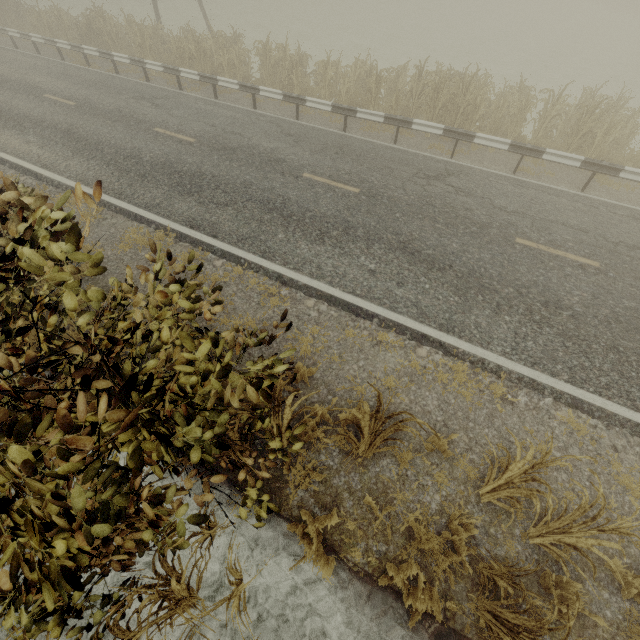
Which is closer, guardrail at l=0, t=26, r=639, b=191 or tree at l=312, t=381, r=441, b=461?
tree at l=312, t=381, r=441, b=461

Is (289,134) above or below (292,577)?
above

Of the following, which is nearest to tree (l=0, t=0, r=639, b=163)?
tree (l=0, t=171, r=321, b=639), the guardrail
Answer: the guardrail

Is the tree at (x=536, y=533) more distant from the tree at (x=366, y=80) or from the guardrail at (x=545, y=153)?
the tree at (x=366, y=80)

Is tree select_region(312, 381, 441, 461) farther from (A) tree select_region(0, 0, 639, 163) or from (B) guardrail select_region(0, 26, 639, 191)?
(A) tree select_region(0, 0, 639, 163)

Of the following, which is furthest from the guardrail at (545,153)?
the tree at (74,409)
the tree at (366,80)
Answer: the tree at (74,409)

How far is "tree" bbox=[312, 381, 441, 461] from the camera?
3.22m
